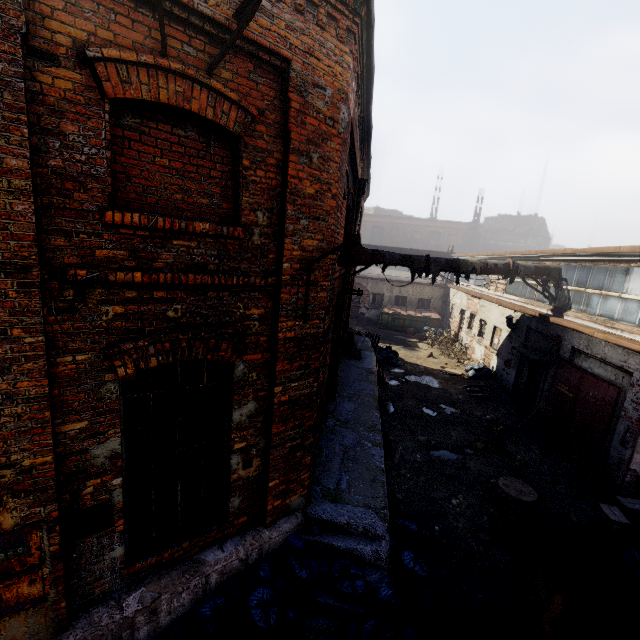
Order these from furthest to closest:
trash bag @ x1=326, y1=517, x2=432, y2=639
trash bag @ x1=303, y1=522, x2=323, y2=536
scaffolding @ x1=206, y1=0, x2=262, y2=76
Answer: trash bag @ x1=303, y1=522, x2=323, y2=536, trash bag @ x1=326, y1=517, x2=432, y2=639, scaffolding @ x1=206, y1=0, x2=262, y2=76

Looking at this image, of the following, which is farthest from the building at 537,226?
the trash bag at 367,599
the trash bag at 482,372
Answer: the trash bag at 367,599

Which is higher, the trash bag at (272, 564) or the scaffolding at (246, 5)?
the scaffolding at (246, 5)

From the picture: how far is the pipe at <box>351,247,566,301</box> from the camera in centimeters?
1204cm

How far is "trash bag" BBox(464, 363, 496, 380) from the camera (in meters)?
15.10

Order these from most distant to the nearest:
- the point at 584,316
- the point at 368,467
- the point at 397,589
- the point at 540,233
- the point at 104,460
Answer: the point at 540,233 < the point at 584,316 < the point at 368,467 < the point at 397,589 < the point at 104,460

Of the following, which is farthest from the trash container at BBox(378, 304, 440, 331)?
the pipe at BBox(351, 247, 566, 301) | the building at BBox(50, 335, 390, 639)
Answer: the building at BBox(50, 335, 390, 639)

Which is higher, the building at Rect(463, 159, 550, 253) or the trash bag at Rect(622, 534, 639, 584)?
the building at Rect(463, 159, 550, 253)
